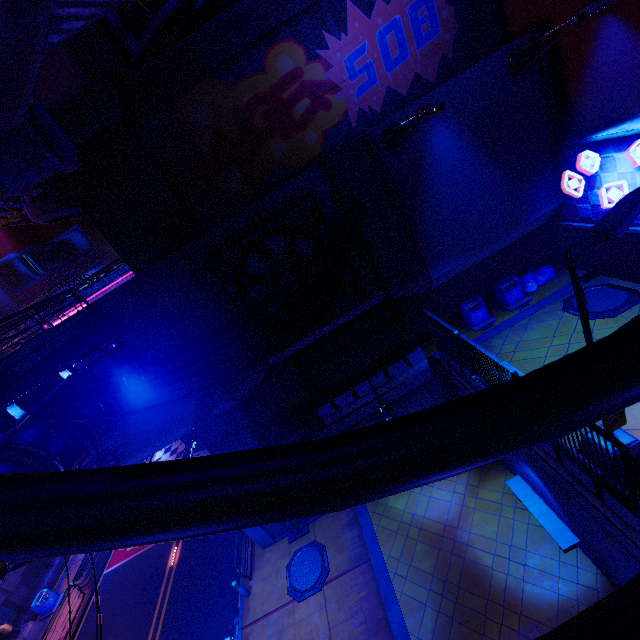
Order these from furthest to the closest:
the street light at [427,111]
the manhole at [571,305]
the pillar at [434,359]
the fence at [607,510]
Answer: the pillar at [434,359] → the manhole at [571,305] → the street light at [427,111] → the fence at [607,510]

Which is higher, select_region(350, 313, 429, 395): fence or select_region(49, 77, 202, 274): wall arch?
select_region(49, 77, 202, 274): wall arch

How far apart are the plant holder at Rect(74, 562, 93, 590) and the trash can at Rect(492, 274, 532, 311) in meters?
27.6

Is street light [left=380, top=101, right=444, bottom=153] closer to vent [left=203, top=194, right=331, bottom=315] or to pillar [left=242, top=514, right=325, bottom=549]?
vent [left=203, top=194, right=331, bottom=315]

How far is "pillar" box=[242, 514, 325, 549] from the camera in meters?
14.9 m

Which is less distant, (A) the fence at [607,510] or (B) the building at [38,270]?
(A) the fence at [607,510]

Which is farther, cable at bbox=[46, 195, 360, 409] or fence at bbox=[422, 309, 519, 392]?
fence at bbox=[422, 309, 519, 392]

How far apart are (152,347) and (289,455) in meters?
11.6 m
